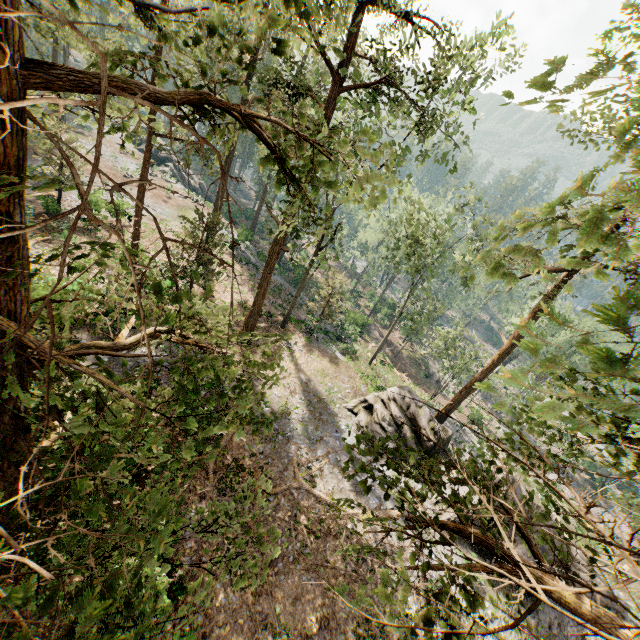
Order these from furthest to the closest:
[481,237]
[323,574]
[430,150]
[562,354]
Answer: [481,237] < [430,150] < [323,574] < [562,354]

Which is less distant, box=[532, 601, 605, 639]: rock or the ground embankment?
box=[532, 601, 605, 639]: rock

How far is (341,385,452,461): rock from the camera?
20.6m

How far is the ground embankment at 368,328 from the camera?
41.9 meters

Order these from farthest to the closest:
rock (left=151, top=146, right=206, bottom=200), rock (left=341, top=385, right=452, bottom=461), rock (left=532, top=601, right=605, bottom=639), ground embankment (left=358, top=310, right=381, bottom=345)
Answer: rock (left=151, top=146, right=206, bottom=200) → ground embankment (left=358, top=310, right=381, bottom=345) → rock (left=341, top=385, right=452, bottom=461) → rock (left=532, top=601, right=605, bottom=639)

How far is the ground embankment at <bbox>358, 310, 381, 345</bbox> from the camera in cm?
4194

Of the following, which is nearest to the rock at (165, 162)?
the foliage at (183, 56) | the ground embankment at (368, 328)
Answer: the foliage at (183, 56)

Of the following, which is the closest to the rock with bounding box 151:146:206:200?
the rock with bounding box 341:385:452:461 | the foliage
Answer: the foliage
